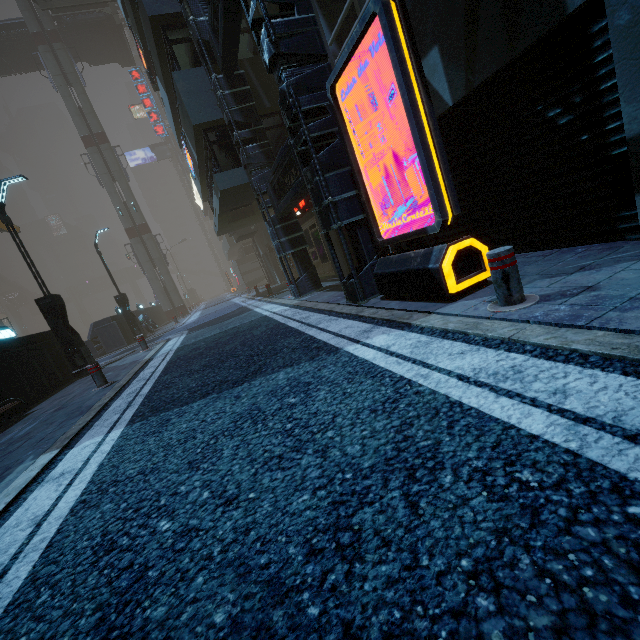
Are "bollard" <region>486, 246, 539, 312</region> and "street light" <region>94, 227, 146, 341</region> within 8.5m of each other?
no

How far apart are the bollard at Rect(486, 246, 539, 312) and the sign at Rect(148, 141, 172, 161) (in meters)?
70.32

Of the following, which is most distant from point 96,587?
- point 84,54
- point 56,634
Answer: point 84,54

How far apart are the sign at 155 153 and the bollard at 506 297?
70.3 meters

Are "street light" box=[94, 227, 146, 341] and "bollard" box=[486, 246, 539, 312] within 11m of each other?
no

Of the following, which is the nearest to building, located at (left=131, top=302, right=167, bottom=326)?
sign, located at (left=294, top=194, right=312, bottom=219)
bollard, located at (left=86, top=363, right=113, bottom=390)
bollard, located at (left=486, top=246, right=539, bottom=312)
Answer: sign, located at (left=294, top=194, right=312, bottom=219)

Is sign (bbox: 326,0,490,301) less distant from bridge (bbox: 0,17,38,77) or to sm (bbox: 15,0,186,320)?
sm (bbox: 15,0,186,320)

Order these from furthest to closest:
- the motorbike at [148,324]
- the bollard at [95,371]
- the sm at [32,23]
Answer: the sm at [32,23] < the motorbike at [148,324] < the bollard at [95,371]
